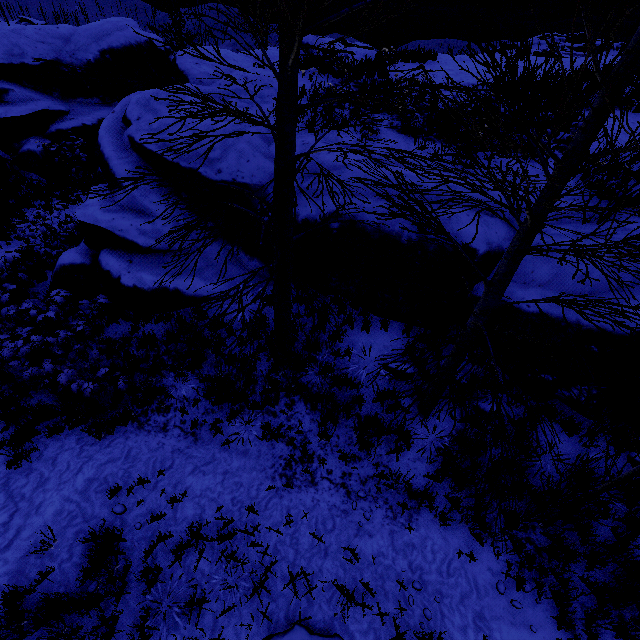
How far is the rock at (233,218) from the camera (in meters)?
8.11

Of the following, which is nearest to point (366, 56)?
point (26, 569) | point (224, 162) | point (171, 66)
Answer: point (224, 162)

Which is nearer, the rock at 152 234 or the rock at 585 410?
the rock at 585 410

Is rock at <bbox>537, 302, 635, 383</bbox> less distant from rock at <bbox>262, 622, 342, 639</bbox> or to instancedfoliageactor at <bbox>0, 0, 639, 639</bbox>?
instancedfoliageactor at <bbox>0, 0, 639, 639</bbox>

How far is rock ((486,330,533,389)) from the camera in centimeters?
589cm

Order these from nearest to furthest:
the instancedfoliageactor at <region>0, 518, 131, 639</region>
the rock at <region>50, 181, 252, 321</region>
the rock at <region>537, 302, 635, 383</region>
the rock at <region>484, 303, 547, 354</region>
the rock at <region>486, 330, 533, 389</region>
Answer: the instancedfoliageactor at <region>0, 518, 131, 639</region>
the rock at <region>537, 302, 635, 383</region>
the rock at <region>484, 303, 547, 354</region>
the rock at <region>486, 330, 533, 389</region>
the rock at <region>50, 181, 252, 321</region>

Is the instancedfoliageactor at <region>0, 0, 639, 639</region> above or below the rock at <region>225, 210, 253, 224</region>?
below
